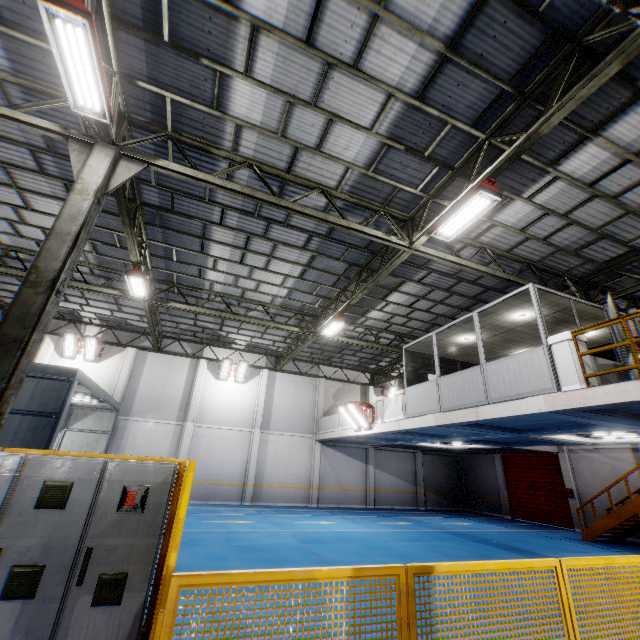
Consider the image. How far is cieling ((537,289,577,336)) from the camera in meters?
9.3 m

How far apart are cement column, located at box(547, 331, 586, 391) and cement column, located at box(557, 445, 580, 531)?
14.2 meters

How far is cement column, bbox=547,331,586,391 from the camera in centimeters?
725cm

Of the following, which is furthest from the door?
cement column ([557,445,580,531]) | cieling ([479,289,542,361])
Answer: cieling ([479,289,542,361])

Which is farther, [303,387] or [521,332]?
[303,387]

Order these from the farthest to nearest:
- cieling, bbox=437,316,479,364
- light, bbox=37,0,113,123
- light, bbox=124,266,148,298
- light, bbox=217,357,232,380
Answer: light, bbox=217,357,232,380, cieling, bbox=437,316,479,364, light, bbox=124,266,148,298, light, bbox=37,0,113,123

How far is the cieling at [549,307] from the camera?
9.29m

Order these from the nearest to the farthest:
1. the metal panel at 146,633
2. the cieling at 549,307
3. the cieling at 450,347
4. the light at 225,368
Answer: the metal panel at 146,633, the cieling at 549,307, the cieling at 450,347, the light at 225,368
